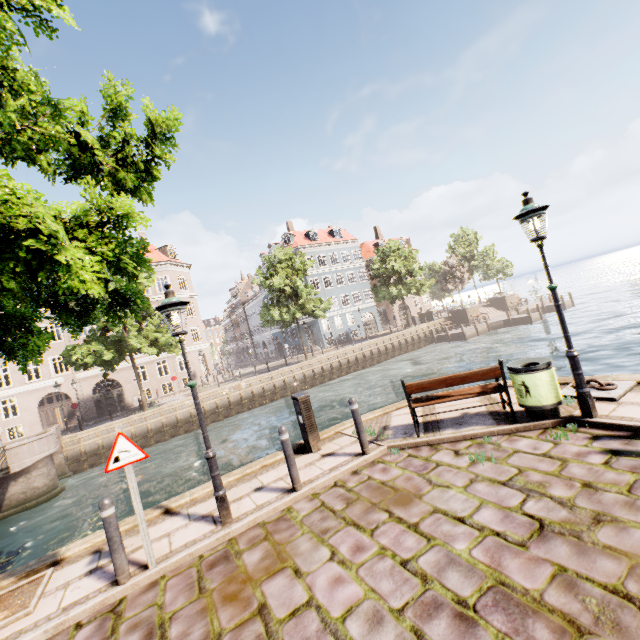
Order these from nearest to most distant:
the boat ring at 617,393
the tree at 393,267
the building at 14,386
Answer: the boat ring at 617,393
the building at 14,386
the tree at 393,267

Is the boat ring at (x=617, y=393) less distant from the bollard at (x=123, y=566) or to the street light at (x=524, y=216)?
the street light at (x=524, y=216)

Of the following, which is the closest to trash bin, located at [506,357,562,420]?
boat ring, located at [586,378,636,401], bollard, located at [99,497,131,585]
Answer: boat ring, located at [586,378,636,401]

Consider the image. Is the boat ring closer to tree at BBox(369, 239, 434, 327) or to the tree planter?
tree at BBox(369, 239, 434, 327)

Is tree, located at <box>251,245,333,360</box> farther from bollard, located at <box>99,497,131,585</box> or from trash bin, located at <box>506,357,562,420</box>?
trash bin, located at <box>506,357,562,420</box>

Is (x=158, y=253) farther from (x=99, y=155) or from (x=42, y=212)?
(x=42, y=212)

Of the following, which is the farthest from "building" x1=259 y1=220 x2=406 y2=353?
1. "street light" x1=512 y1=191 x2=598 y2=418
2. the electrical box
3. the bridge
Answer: the electrical box

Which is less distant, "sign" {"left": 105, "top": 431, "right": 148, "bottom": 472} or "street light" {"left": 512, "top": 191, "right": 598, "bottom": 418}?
"sign" {"left": 105, "top": 431, "right": 148, "bottom": 472}
